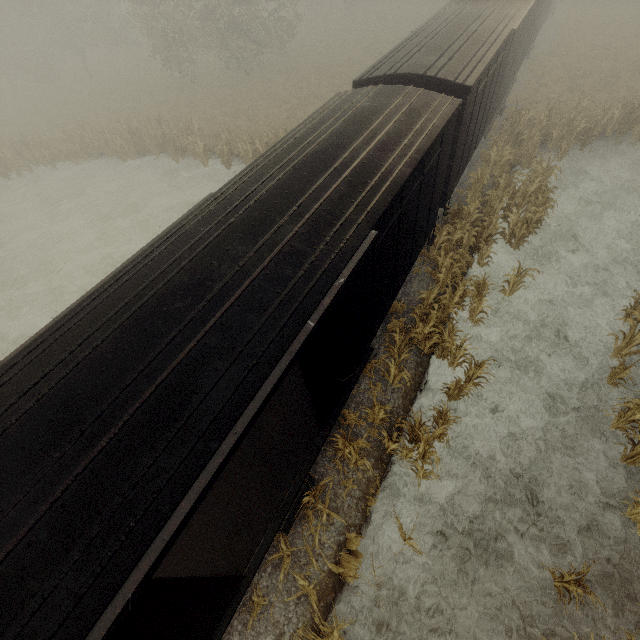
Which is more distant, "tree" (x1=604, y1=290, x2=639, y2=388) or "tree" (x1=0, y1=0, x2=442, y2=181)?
"tree" (x1=0, y1=0, x2=442, y2=181)

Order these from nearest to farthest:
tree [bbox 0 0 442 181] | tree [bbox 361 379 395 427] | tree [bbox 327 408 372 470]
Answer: tree [bbox 327 408 372 470], tree [bbox 361 379 395 427], tree [bbox 0 0 442 181]

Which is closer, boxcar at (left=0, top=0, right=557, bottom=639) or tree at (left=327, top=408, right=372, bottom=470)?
boxcar at (left=0, top=0, right=557, bottom=639)

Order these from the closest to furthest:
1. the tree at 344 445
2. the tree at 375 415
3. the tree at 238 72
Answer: the tree at 344 445 → the tree at 375 415 → the tree at 238 72

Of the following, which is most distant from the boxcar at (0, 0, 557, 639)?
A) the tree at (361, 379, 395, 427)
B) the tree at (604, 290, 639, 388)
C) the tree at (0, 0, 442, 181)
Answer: the tree at (0, 0, 442, 181)

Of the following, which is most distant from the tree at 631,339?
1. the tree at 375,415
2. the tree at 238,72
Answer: the tree at 238,72

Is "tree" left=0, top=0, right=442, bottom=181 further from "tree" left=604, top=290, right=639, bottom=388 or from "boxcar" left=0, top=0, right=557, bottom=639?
"tree" left=604, top=290, right=639, bottom=388

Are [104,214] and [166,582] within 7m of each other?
no
